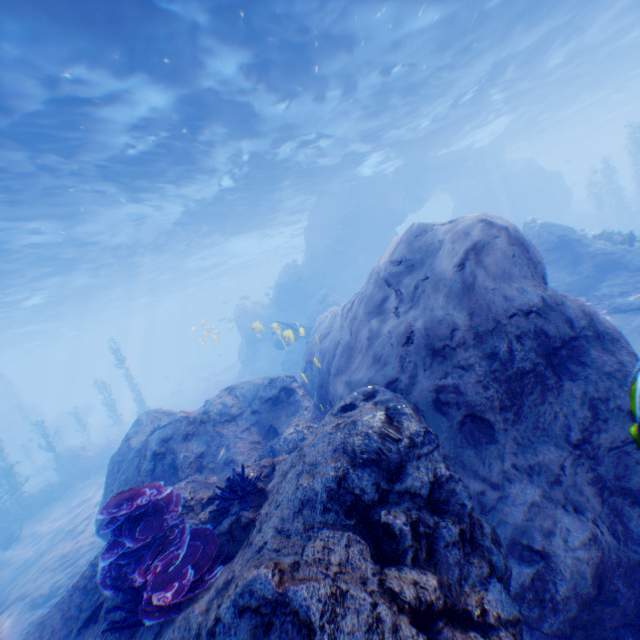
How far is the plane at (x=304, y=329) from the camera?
13.3 meters

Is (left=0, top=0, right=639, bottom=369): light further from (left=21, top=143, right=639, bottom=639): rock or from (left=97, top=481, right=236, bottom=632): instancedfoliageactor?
(left=97, top=481, right=236, bottom=632): instancedfoliageactor

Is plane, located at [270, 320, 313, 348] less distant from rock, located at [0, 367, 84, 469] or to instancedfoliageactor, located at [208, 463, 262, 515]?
rock, located at [0, 367, 84, 469]

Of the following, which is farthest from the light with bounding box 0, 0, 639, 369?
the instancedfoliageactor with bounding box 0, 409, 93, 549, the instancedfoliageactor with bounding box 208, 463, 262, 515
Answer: the instancedfoliageactor with bounding box 208, 463, 262, 515

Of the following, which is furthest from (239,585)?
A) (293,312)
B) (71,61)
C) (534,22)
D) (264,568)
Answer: (293,312)

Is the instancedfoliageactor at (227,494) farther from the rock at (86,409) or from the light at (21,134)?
the light at (21,134)

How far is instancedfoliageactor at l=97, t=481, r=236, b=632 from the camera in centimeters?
284cm
